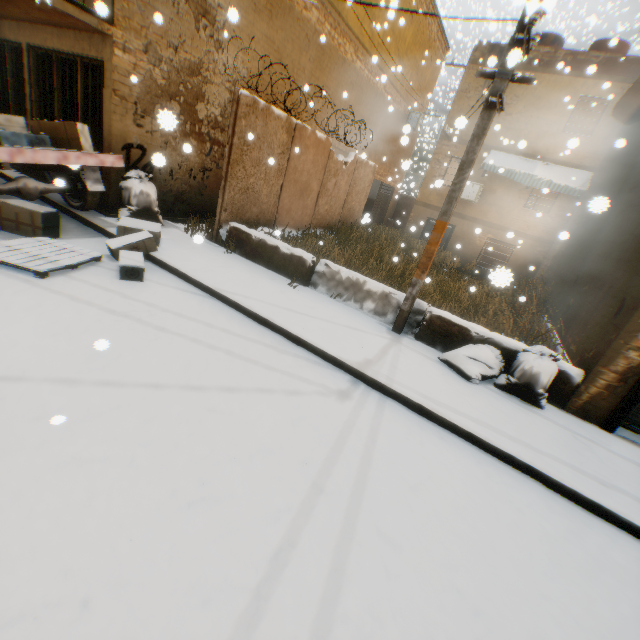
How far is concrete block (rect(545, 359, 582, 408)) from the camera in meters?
4.8 m

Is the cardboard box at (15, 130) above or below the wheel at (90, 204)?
above

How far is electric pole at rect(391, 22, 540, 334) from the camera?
4.06m

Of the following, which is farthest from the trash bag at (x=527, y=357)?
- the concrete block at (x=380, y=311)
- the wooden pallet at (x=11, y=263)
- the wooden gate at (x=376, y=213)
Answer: the wooden gate at (x=376, y=213)

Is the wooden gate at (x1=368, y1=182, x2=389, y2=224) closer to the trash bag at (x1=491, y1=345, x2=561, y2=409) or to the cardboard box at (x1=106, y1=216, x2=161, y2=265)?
the trash bag at (x1=491, y1=345, x2=561, y2=409)

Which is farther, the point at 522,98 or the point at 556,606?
the point at 522,98

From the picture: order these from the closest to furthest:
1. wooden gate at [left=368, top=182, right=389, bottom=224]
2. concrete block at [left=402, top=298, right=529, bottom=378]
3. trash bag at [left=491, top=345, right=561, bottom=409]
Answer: trash bag at [left=491, top=345, right=561, bottom=409], concrete block at [left=402, top=298, right=529, bottom=378], wooden gate at [left=368, top=182, right=389, bottom=224]

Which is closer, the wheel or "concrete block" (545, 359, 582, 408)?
"concrete block" (545, 359, 582, 408)
